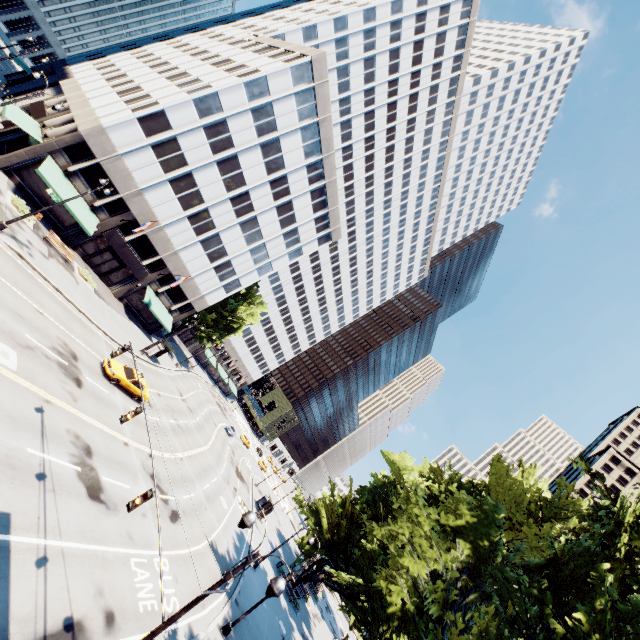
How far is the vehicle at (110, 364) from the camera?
24.27m

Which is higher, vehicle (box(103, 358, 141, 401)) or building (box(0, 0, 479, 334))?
building (box(0, 0, 479, 334))

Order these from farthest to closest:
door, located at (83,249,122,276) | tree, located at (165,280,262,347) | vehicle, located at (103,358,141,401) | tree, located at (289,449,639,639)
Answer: tree, located at (165,280,262,347) → door, located at (83,249,122,276) → vehicle, located at (103,358,141,401) → tree, located at (289,449,639,639)

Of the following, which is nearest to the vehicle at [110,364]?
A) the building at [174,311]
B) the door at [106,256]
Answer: the building at [174,311]

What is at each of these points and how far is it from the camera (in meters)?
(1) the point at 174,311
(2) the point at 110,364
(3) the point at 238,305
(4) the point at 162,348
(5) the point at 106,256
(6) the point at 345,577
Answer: (1) building, 45.06
(2) vehicle, 24.52
(3) tree, 55.19
(4) bus stop, 38.00
(5) door, 36.06
(6) tree, 18.41

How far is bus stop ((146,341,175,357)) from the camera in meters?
37.7 m

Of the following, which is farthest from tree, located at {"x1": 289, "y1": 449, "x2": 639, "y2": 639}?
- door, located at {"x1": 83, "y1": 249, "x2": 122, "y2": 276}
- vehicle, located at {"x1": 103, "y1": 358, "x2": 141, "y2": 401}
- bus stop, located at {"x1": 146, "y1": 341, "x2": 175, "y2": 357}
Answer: vehicle, located at {"x1": 103, "y1": 358, "x2": 141, "y2": 401}

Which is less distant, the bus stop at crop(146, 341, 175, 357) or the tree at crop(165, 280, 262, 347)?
the bus stop at crop(146, 341, 175, 357)
